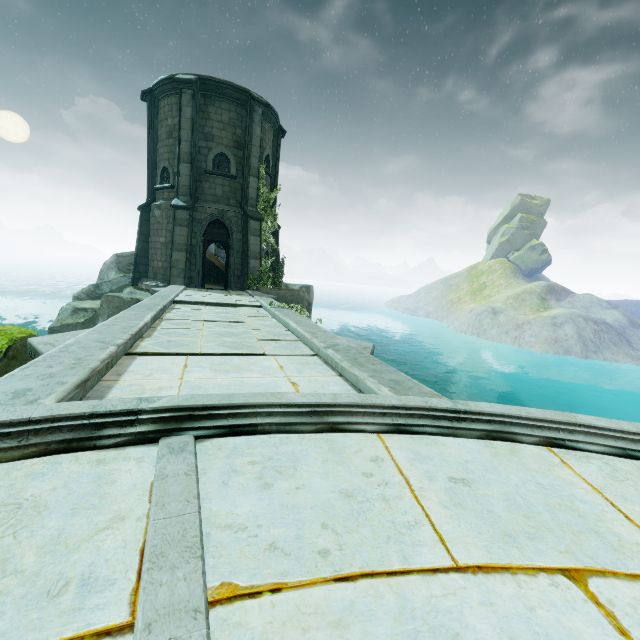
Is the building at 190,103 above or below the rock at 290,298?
above

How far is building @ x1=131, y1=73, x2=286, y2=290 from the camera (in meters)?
15.29

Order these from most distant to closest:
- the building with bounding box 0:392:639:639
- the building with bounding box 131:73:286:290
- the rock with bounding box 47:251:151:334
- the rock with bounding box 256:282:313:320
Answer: the rock with bounding box 256:282:313:320 → the building with bounding box 131:73:286:290 → the rock with bounding box 47:251:151:334 → the building with bounding box 0:392:639:639

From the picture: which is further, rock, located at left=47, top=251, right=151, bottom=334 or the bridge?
rock, located at left=47, top=251, right=151, bottom=334

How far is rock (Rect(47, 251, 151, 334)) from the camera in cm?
1323

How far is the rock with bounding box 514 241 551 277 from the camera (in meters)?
58.53

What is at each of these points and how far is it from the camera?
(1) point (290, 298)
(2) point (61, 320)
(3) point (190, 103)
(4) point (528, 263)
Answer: (1) rock, 16.4m
(2) rock, 14.3m
(3) building, 14.9m
(4) rock, 58.8m

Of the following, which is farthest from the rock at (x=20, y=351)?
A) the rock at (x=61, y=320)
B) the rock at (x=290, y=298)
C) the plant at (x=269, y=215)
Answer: the plant at (x=269, y=215)
